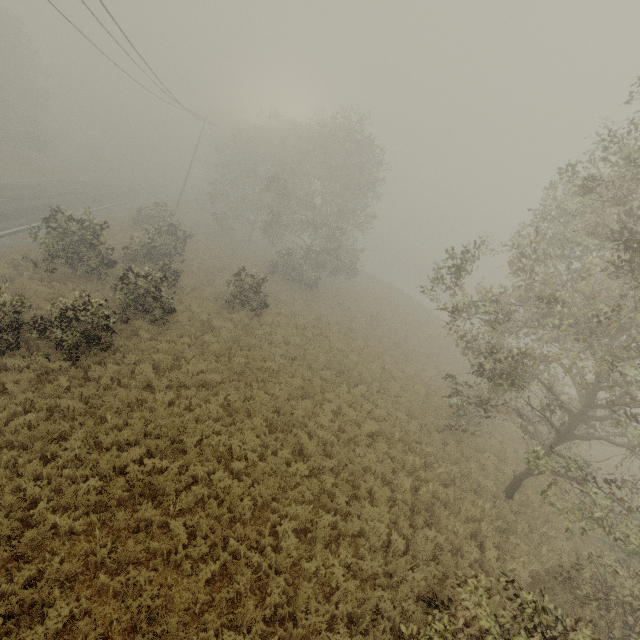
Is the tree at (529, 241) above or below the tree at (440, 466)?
above

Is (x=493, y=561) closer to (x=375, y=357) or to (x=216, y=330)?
(x=375, y=357)

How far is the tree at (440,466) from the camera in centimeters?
1060cm

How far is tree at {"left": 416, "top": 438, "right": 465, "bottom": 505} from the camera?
10.60m

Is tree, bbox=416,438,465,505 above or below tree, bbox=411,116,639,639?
below

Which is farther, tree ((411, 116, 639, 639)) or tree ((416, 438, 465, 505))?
tree ((416, 438, 465, 505))
